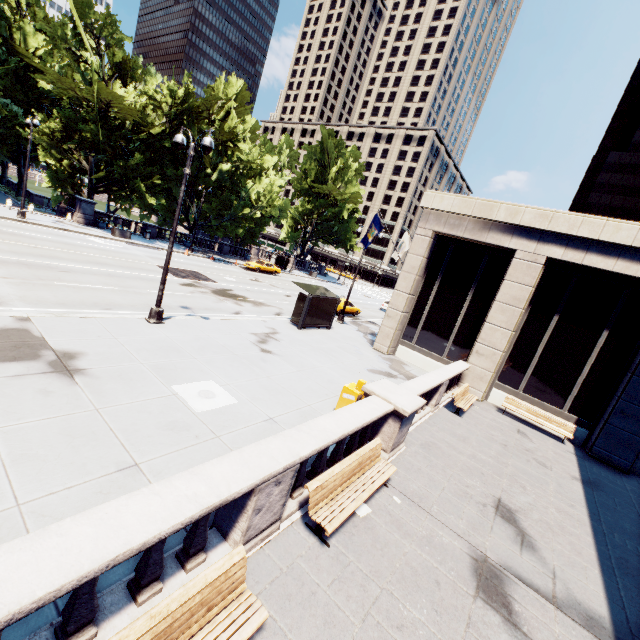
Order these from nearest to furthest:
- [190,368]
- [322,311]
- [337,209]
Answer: [190,368] → [322,311] → [337,209]

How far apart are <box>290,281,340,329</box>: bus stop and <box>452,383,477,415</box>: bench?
8.95m

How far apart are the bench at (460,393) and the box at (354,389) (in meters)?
5.56

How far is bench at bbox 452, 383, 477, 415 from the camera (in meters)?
13.74

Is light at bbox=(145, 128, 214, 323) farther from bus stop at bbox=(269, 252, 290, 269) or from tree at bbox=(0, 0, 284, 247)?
bus stop at bbox=(269, 252, 290, 269)

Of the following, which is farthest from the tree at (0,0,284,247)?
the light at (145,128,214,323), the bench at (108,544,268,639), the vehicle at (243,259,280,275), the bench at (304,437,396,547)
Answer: the bench at (108,544,268,639)

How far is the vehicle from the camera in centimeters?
3872cm

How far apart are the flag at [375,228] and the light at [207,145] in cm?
1193
